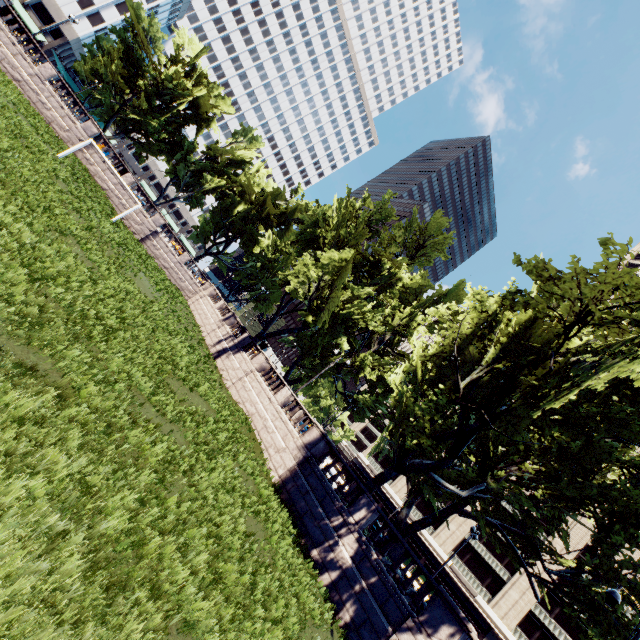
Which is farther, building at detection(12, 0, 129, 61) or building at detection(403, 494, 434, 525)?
building at detection(12, 0, 129, 61)

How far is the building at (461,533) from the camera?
47.6 meters

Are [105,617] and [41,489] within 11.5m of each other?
yes

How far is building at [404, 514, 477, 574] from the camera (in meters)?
47.62

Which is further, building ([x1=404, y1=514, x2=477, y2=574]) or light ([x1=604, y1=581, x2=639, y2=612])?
building ([x1=404, y1=514, x2=477, y2=574])

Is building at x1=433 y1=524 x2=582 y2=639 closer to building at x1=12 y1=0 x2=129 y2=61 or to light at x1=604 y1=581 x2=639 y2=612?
light at x1=604 y1=581 x2=639 y2=612

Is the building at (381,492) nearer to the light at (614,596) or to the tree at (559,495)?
the tree at (559,495)
